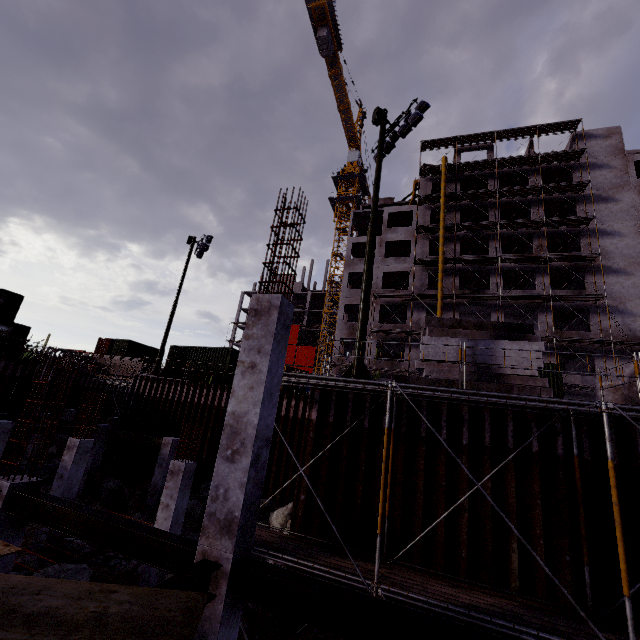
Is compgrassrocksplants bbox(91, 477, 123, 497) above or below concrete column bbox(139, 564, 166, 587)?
above

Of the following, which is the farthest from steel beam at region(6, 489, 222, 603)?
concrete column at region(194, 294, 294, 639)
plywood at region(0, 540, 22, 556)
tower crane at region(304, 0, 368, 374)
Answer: tower crane at region(304, 0, 368, 374)

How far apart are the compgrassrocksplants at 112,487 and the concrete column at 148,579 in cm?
931

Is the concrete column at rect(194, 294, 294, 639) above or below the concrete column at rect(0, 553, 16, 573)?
above

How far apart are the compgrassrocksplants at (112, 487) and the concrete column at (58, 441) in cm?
1052

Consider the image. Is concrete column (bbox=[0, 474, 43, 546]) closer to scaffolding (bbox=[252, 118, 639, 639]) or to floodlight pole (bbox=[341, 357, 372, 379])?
floodlight pole (bbox=[341, 357, 372, 379])

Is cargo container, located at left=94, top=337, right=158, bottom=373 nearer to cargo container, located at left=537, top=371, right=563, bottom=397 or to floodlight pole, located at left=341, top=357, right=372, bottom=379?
cargo container, located at left=537, top=371, right=563, bottom=397

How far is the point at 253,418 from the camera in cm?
511
